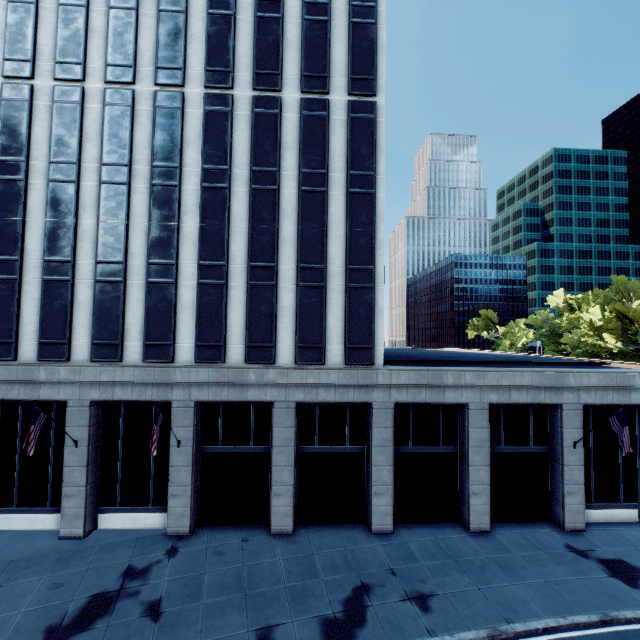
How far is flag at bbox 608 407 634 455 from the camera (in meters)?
16.64

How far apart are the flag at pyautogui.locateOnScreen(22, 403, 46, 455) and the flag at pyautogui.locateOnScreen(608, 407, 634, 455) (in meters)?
29.72

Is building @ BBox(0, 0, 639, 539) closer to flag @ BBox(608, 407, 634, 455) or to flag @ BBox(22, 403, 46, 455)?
flag @ BBox(608, 407, 634, 455)

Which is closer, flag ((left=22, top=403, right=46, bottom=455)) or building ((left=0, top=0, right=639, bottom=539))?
flag ((left=22, top=403, right=46, bottom=455))

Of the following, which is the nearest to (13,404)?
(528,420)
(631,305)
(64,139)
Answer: (64,139)

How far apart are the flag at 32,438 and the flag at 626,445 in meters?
29.7

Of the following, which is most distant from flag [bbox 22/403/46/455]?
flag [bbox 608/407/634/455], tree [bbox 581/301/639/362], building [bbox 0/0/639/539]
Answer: tree [bbox 581/301/639/362]

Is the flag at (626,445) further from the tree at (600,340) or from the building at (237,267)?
the tree at (600,340)
